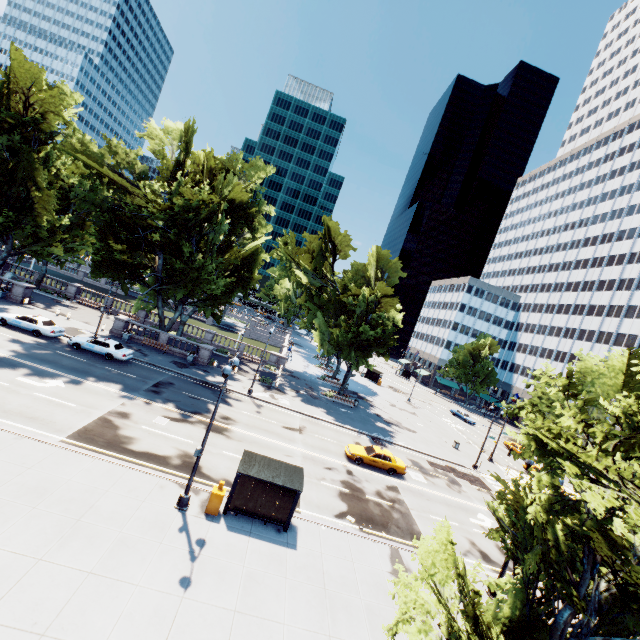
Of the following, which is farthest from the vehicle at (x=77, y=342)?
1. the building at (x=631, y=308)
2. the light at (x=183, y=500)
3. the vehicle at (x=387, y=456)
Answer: the building at (x=631, y=308)

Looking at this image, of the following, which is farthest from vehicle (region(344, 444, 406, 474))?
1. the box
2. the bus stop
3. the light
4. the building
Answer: the building

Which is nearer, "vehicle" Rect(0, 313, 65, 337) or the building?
"vehicle" Rect(0, 313, 65, 337)

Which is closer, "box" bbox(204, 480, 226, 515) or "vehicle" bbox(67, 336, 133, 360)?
"box" bbox(204, 480, 226, 515)

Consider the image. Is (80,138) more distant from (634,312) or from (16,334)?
(634,312)

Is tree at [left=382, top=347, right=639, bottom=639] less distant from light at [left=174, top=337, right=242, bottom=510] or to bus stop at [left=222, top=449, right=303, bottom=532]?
bus stop at [left=222, top=449, right=303, bottom=532]

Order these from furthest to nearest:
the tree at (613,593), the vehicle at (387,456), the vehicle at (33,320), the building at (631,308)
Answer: the building at (631,308), the vehicle at (33,320), the vehicle at (387,456), the tree at (613,593)

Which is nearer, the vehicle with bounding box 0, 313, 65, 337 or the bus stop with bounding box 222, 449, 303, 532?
the bus stop with bounding box 222, 449, 303, 532
